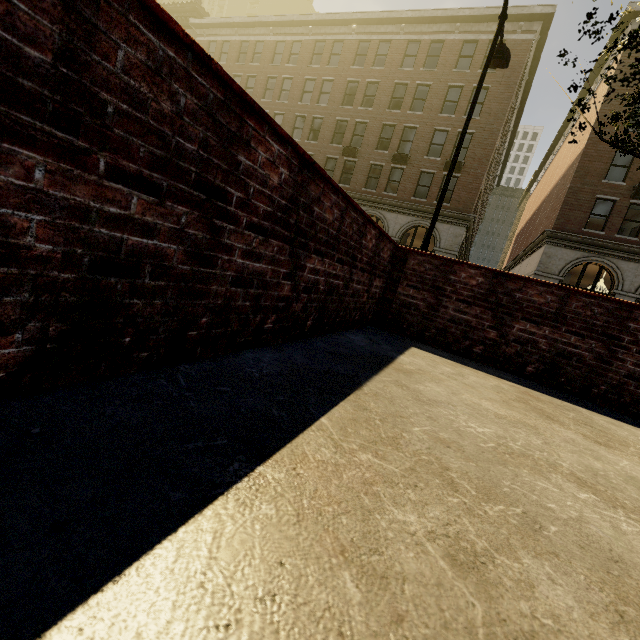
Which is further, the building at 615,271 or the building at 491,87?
the building at 491,87

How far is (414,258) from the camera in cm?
459

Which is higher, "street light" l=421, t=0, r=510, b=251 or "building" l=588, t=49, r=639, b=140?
"building" l=588, t=49, r=639, b=140

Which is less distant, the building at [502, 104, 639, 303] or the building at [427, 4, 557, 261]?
the building at [502, 104, 639, 303]

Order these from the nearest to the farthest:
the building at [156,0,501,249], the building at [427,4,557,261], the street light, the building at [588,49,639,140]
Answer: the street light
the building at [588,49,639,140]
the building at [427,4,557,261]
the building at [156,0,501,249]

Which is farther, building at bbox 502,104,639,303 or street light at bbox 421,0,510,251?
building at bbox 502,104,639,303
